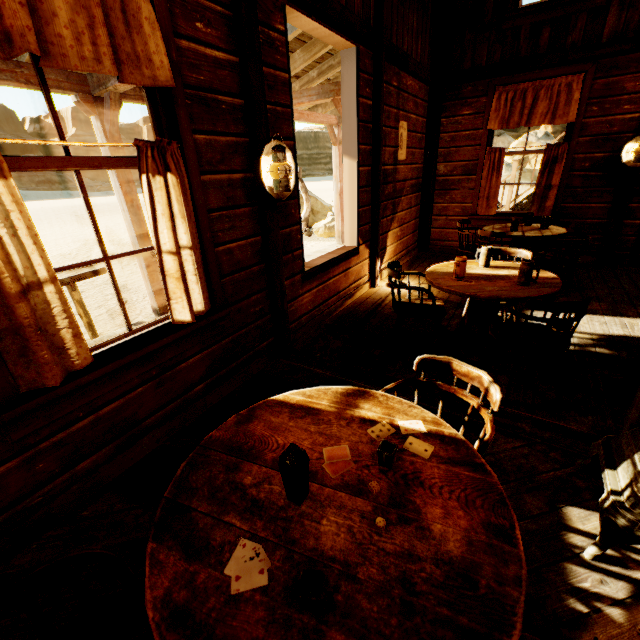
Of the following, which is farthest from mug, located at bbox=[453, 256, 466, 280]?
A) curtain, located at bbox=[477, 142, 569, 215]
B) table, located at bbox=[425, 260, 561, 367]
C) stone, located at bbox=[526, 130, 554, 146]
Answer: stone, located at bbox=[526, 130, 554, 146]

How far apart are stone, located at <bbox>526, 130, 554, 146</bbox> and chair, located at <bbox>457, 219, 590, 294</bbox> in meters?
37.9

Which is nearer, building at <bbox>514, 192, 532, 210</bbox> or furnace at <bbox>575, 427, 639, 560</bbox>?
furnace at <bbox>575, 427, 639, 560</bbox>

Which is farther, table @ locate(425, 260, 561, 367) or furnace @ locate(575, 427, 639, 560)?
table @ locate(425, 260, 561, 367)

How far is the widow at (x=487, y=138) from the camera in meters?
4.9

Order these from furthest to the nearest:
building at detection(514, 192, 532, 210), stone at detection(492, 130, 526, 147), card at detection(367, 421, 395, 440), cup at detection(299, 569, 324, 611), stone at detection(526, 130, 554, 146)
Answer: stone at detection(492, 130, 526, 147) → stone at detection(526, 130, 554, 146) → building at detection(514, 192, 532, 210) → card at detection(367, 421, 395, 440) → cup at detection(299, 569, 324, 611)

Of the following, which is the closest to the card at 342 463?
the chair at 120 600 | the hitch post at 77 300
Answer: the chair at 120 600

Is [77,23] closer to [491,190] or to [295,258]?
[295,258]
